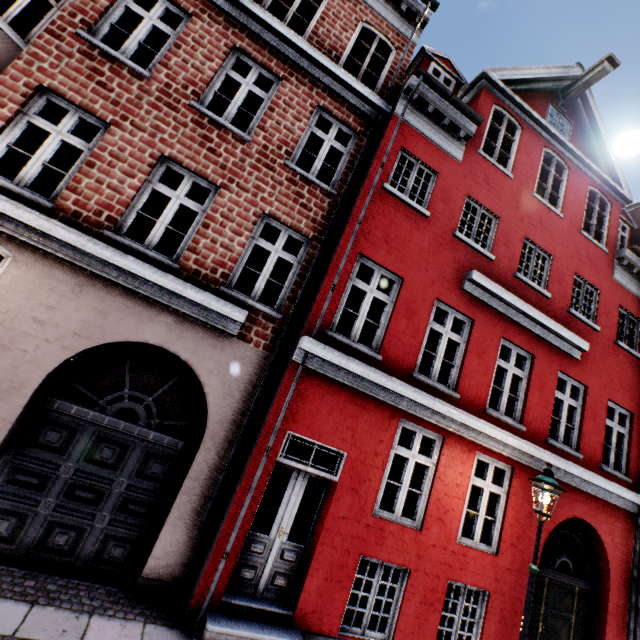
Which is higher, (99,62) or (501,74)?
(501,74)
